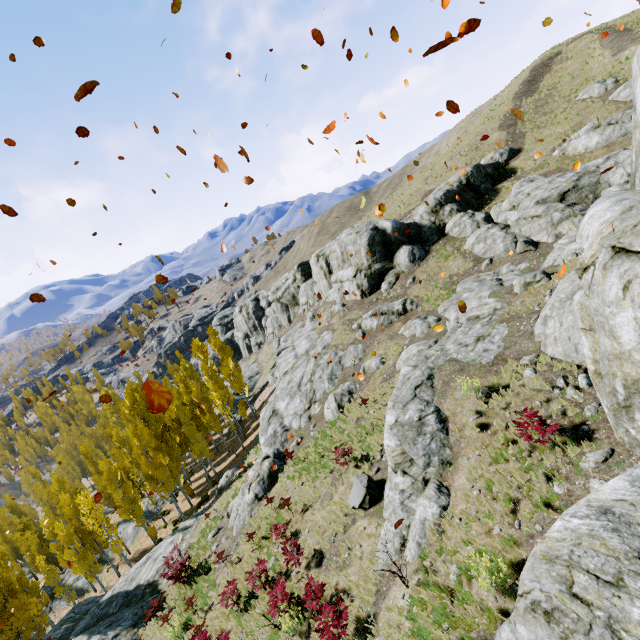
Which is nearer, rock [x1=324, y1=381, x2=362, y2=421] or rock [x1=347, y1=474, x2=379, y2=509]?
rock [x1=347, y1=474, x2=379, y2=509]

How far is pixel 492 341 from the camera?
13.1m

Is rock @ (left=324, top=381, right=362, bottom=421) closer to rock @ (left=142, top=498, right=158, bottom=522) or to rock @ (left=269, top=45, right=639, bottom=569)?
rock @ (left=269, top=45, right=639, bottom=569)

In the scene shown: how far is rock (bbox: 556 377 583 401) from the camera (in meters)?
8.98

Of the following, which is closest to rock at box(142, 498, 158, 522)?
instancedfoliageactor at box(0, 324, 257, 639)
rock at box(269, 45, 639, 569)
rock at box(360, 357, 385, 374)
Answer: instancedfoliageactor at box(0, 324, 257, 639)

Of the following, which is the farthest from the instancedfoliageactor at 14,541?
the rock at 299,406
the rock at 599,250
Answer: the rock at 299,406

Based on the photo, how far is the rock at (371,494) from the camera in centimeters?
1205cm
